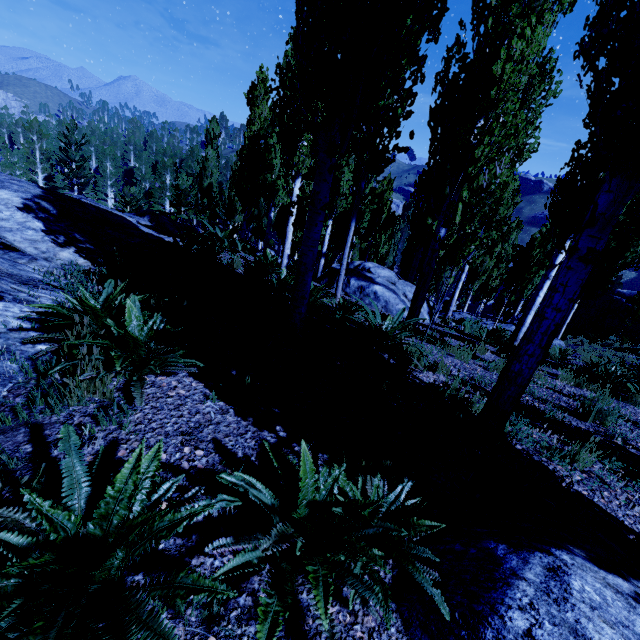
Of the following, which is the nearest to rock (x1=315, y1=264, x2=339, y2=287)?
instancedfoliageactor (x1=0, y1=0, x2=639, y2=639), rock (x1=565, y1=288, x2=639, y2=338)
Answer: instancedfoliageactor (x1=0, y1=0, x2=639, y2=639)

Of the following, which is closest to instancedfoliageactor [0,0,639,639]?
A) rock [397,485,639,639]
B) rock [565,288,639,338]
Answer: rock [397,485,639,639]

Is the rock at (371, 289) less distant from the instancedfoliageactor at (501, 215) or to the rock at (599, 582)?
the instancedfoliageactor at (501, 215)

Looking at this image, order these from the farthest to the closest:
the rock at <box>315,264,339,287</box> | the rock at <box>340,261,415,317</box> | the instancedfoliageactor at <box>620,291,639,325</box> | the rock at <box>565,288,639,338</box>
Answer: the rock at <box>565,288,639,338</box>, the instancedfoliageactor at <box>620,291,639,325</box>, the rock at <box>315,264,339,287</box>, the rock at <box>340,261,415,317</box>

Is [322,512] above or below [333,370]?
above

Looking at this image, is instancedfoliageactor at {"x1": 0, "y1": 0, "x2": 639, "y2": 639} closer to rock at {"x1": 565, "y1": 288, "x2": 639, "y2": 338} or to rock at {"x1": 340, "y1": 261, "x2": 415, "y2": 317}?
rock at {"x1": 340, "y1": 261, "x2": 415, "y2": 317}

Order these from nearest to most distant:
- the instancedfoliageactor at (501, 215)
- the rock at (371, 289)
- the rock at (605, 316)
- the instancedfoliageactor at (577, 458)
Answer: the instancedfoliageactor at (501, 215) → the instancedfoliageactor at (577, 458) → the rock at (371, 289) → the rock at (605, 316)
